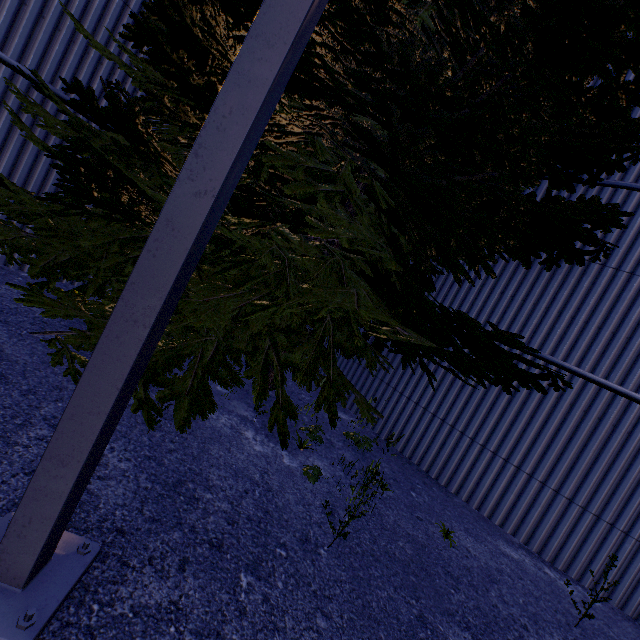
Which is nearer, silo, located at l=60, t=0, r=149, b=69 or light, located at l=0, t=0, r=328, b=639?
light, located at l=0, t=0, r=328, b=639

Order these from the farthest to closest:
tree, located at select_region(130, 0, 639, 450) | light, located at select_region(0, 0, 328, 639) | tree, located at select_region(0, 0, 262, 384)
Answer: tree, located at select_region(0, 0, 262, 384), tree, located at select_region(130, 0, 639, 450), light, located at select_region(0, 0, 328, 639)

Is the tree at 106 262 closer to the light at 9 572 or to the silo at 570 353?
the silo at 570 353

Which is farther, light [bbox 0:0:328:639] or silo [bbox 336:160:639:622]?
silo [bbox 336:160:639:622]

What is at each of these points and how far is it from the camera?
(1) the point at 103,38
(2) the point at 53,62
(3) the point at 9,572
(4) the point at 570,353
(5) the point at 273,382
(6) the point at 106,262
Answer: (1) silo, 4.93m
(2) silo, 4.68m
(3) light, 1.46m
(4) silo, 5.19m
(5) tree, 4.32m
(6) tree, 4.00m

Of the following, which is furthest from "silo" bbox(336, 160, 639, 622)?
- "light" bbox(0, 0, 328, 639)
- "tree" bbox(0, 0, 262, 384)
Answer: "light" bbox(0, 0, 328, 639)

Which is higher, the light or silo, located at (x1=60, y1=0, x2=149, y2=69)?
silo, located at (x1=60, y1=0, x2=149, y2=69)

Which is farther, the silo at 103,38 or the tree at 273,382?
the silo at 103,38
